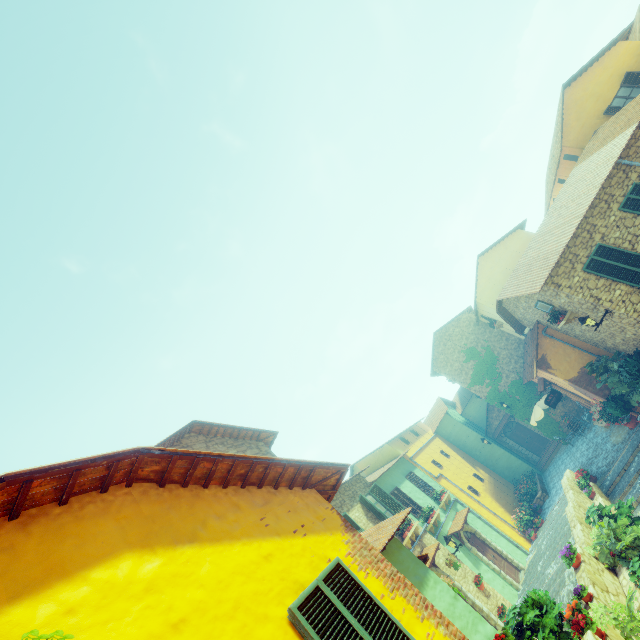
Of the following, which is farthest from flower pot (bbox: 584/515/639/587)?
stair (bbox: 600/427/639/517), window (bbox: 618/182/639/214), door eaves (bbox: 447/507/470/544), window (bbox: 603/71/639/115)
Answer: window (bbox: 603/71/639/115)

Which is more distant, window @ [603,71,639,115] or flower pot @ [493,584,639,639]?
window @ [603,71,639,115]

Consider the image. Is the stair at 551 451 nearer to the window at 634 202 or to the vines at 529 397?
the vines at 529 397

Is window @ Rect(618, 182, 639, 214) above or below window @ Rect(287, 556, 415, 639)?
below

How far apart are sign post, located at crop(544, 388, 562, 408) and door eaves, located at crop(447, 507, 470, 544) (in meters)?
6.85

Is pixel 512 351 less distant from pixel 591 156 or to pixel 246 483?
pixel 591 156

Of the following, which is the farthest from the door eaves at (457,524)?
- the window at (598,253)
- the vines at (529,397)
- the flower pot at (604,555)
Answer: the window at (598,253)

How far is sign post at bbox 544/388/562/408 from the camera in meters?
17.1 m
